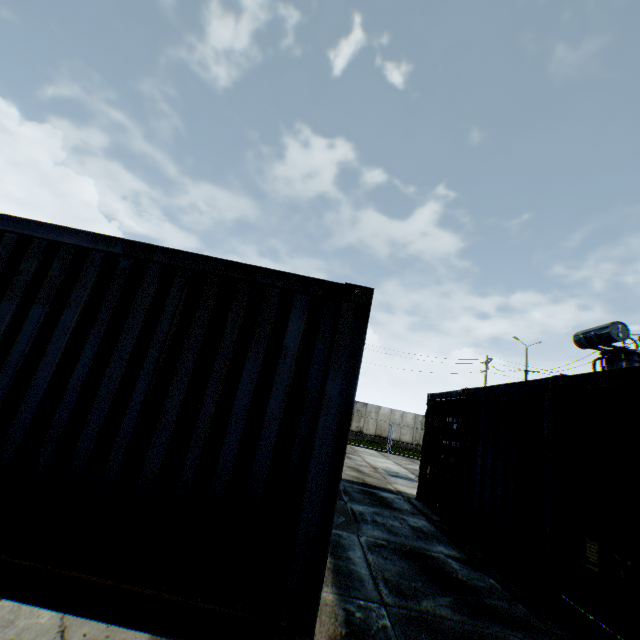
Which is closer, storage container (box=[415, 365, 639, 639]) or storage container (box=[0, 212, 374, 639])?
storage container (box=[0, 212, 374, 639])

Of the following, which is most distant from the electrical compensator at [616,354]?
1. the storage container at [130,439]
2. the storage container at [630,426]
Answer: the storage container at [130,439]

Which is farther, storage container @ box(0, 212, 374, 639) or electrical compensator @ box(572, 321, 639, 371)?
electrical compensator @ box(572, 321, 639, 371)

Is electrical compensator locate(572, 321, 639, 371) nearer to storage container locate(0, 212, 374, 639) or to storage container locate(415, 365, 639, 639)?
storage container locate(415, 365, 639, 639)

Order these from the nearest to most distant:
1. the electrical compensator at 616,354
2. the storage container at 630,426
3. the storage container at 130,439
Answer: the storage container at 130,439
the storage container at 630,426
the electrical compensator at 616,354

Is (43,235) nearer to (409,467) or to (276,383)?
(276,383)

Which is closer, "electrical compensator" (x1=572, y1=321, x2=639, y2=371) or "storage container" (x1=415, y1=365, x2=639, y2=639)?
"storage container" (x1=415, y1=365, x2=639, y2=639)

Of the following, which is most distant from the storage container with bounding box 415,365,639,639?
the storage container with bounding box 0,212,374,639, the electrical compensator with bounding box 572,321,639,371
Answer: the storage container with bounding box 0,212,374,639
